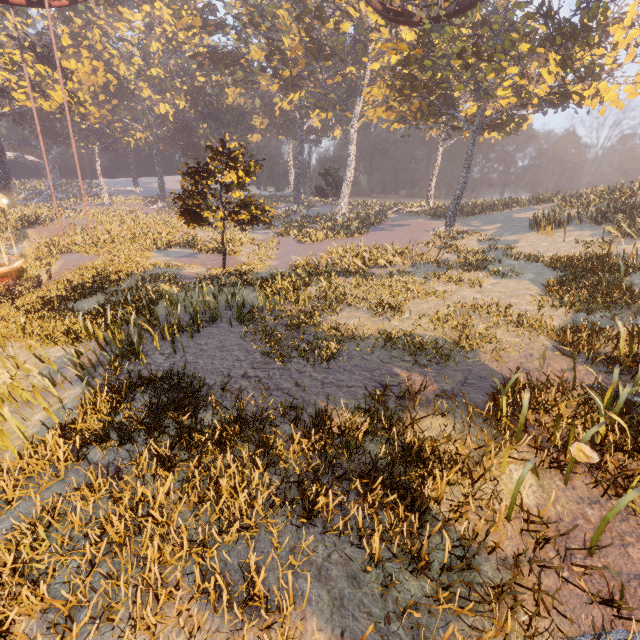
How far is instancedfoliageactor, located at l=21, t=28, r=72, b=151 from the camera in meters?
33.4

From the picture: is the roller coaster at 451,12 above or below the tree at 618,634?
above

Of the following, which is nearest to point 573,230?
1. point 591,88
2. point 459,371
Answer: point 591,88

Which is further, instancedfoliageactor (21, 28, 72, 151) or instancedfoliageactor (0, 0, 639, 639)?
instancedfoliageactor (21, 28, 72, 151)

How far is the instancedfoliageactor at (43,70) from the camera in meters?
33.4 m

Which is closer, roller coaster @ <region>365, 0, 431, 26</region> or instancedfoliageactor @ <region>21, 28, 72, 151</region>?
roller coaster @ <region>365, 0, 431, 26</region>

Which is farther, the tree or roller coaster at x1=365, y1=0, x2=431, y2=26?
roller coaster at x1=365, y1=0, x2=431, y2=26
